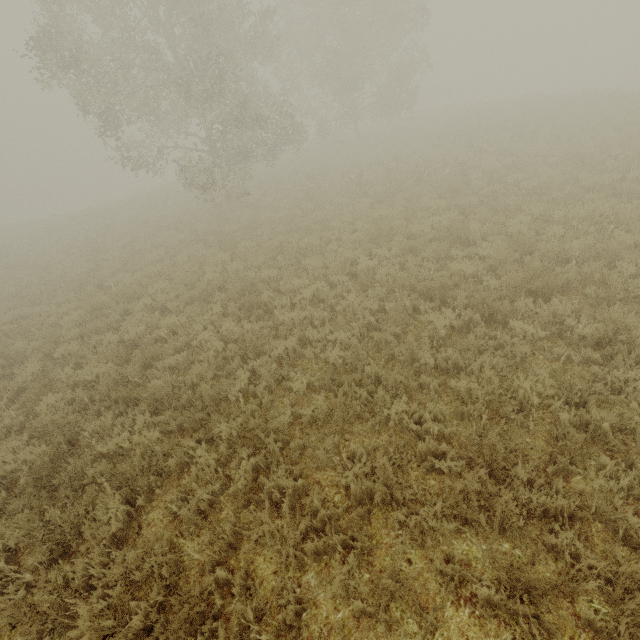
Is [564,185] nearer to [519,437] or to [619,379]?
[619,379]
